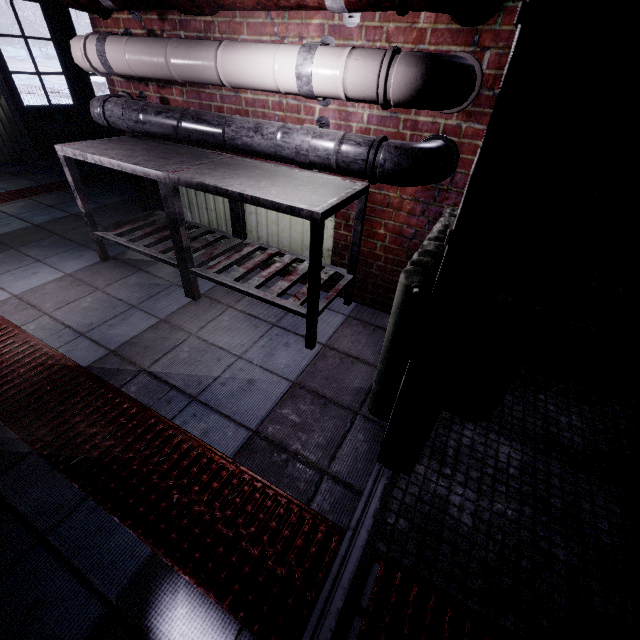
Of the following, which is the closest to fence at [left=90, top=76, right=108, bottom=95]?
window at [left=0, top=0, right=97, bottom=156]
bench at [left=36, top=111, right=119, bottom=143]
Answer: window at [left=0, top=0, right=97, bottom=156]

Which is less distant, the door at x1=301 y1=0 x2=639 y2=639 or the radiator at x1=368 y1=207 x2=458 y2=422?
the door at x1=301 y1=0 x2=639 y2=639

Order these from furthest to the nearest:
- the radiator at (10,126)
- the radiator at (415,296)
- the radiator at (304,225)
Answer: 1. the radiator at (10,126)
2. the radiator at (304,225)
3. the radiator at (415,296)

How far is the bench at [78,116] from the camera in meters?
4.9

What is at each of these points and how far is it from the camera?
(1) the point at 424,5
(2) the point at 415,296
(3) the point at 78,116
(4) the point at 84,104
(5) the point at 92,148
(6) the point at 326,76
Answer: (1) pipe, 1.17m
(2) radiator, 1.06m
(3) bench, 5.18m
(4) window, 5.30m
(5) table, 2.11m
(6) pipe, 1.40m

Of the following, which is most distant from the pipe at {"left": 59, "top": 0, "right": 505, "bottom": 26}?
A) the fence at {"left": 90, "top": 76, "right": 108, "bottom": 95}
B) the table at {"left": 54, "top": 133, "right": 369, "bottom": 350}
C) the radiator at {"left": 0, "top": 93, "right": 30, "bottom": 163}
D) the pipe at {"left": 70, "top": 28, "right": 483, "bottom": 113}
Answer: the fence at {"left": 90, "top": 76, "right": 108, "bottom": 95}

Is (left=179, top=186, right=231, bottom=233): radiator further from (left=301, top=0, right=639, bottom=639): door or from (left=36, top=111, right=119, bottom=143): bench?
(left=36, top=111, right=119, bottom=143): bench

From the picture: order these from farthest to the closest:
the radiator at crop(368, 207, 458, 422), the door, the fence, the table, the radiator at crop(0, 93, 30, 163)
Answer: the fence → the radiator at crop(0, 93, 30, 163) → the table → the radiator at crop(368, 207, 458, 422) → the door
